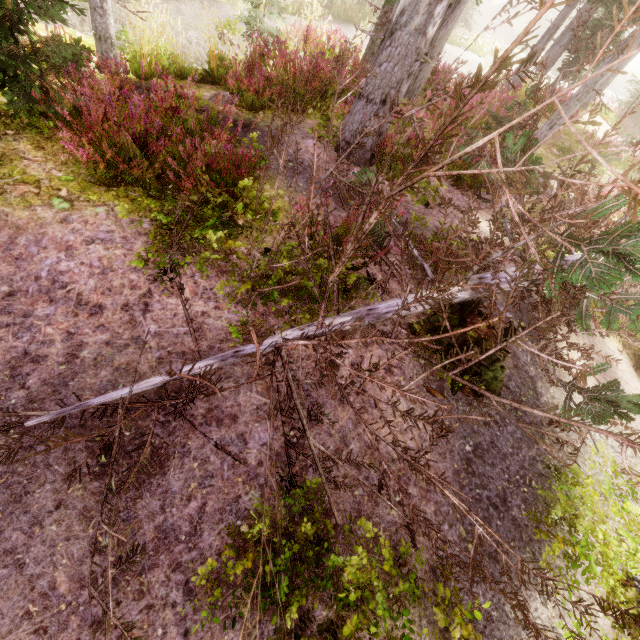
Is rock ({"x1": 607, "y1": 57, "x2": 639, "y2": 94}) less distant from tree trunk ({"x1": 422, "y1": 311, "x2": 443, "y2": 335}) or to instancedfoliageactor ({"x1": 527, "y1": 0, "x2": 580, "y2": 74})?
instancedfoliageactor ({"x1": 527, "y1": 0, "x2": 580, "y2": 74})

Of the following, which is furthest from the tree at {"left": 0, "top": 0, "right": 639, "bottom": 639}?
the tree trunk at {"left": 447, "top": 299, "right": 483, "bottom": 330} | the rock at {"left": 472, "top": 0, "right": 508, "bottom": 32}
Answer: the rock at {"left": 472, "top": 0, "right": 508, "bottom": 32}

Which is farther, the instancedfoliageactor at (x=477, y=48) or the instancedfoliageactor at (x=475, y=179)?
the instancedfoliageactor at (x=477, y=48)

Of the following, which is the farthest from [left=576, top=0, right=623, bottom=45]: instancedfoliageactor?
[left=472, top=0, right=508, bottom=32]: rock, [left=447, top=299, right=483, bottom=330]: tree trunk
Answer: [left=447, top=299, right=483, bottom=330]: tree trunk

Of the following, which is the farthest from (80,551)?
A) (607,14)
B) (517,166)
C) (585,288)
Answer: (607,14)

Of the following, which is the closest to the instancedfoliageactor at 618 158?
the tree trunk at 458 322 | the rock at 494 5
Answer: the rock at 494 5

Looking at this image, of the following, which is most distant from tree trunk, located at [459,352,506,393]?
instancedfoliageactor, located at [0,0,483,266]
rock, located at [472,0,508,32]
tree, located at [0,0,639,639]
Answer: rock, located at [472,0,508,32]

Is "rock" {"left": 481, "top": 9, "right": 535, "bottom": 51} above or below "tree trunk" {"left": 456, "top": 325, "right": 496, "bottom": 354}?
below
